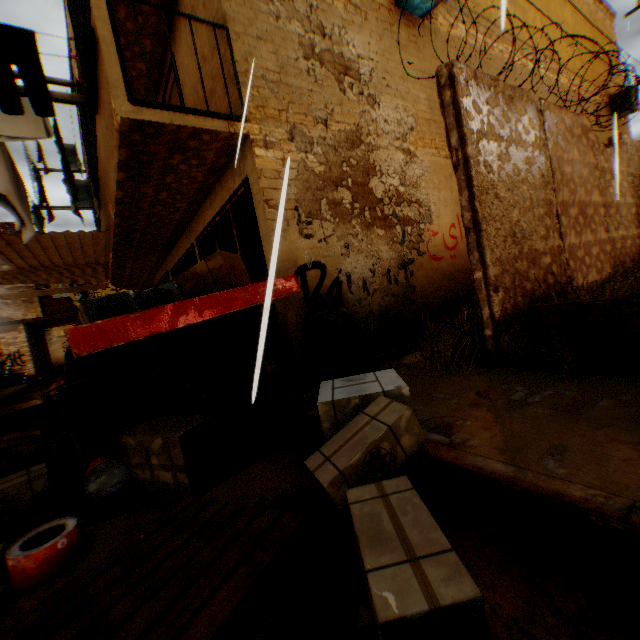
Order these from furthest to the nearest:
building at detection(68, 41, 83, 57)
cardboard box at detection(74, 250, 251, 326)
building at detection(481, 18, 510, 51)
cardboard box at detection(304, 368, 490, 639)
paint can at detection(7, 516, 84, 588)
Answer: building at detection(481, 18, 510, 51), building at detection(68, 41, 83, 57), cardboard box at detection(74, 250, 251, 326), paint can at detection(7, 516, 84, 588), cardboard box at detection(304, 368, 490, 639)

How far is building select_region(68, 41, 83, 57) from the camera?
4.79m

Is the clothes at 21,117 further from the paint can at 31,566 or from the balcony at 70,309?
the paint can at 31,566

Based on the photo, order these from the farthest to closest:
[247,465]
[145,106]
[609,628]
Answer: [145,106]
[247,465]
[609,628]

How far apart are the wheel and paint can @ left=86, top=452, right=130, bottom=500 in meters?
0.0 m

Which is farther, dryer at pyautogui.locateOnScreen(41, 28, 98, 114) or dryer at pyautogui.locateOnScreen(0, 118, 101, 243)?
dryer at pyautogui.locateOnScreen(0, 118, 101, 243)

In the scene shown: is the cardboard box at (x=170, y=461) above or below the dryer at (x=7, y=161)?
below

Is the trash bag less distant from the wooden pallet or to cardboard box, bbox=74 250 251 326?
cardboard box, bbox=74 250 251 326
